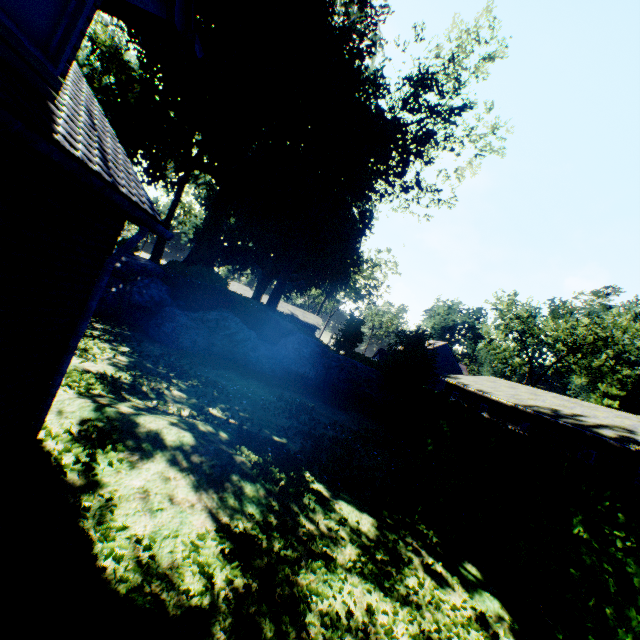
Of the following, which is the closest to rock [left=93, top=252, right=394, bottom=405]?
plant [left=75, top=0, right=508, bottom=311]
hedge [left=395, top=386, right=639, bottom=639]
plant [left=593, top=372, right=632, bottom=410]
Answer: plant [left=75, top=0, right=508, bottom=311]

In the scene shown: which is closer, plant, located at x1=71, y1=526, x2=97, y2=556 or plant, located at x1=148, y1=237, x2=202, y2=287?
plant, located at x1=71, y1=526, x2=97, y2=556

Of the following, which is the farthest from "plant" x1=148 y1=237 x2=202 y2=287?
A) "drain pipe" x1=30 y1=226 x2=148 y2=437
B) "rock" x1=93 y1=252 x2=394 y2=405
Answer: "drain pipe" x1=30 y1=226 x2=148 y2=437

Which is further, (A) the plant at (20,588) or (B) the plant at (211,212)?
(B) the plant at (211,212)

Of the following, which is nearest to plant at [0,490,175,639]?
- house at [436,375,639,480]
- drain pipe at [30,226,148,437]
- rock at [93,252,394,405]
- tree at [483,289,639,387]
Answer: rock at [93,252,394,405]

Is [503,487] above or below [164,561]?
above

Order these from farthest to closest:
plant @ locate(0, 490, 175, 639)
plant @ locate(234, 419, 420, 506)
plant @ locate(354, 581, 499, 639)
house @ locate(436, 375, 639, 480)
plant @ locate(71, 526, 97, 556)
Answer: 1. house @ locate(436, 375, 639, 480)
2. plant @ locate(234, 419, 420, 506)
3. plant @ locate(354, 581, 499, 639)
4. plant @ locate(71, 526, 97, 556)
5. plant @ locate(0, 490, 175, 639)

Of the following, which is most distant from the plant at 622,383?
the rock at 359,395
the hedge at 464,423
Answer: the hedge at 464,423
